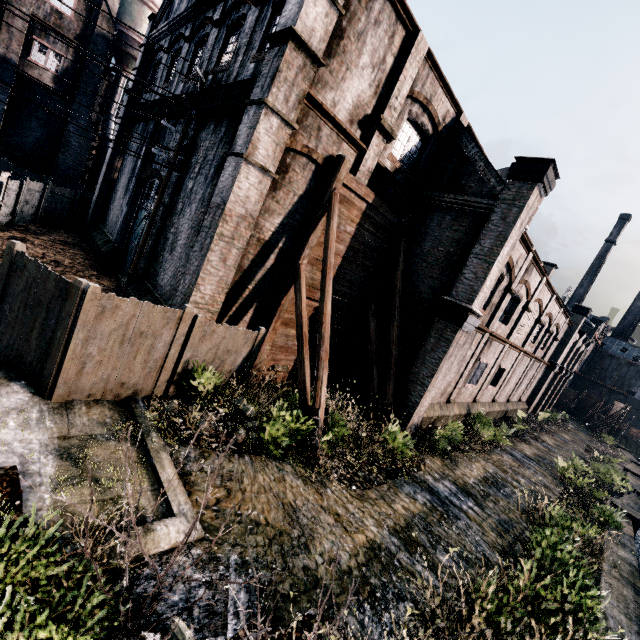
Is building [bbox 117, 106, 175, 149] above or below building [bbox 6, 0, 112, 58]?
below

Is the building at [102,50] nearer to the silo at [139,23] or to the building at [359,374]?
the silo at [139,23]

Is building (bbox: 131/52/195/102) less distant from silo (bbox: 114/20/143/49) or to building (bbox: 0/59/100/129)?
silo (bbox: 114/20/143/49)

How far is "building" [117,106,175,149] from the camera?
16.67m

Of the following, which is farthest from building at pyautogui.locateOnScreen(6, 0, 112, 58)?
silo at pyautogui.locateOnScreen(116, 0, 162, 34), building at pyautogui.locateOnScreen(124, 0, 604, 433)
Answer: building at pyautogui.locateOnScreen(124, 0, 604, 433)

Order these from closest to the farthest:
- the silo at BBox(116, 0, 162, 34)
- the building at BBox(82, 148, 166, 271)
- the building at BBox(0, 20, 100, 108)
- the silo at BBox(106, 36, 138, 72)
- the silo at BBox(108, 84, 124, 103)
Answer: the building at BBox(82, 148, 166, 271)
the building at BBox(0, 20, 100, 108)
the silo at BBox(116, 0, 162, 34)
the silo at BBox(106, 36, 138, 72)
the silo at BBox(108, 84, 124, 103)

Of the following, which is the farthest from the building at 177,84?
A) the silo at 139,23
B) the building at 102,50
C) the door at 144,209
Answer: the building at 102,50

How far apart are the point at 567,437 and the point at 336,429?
36.6m
